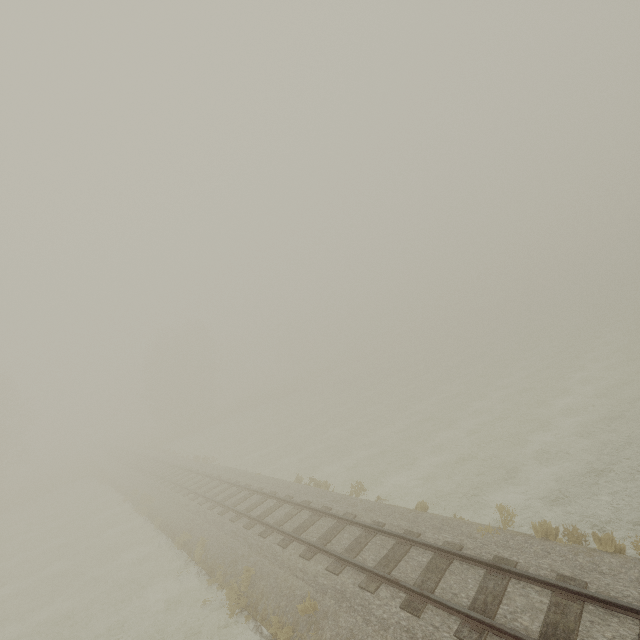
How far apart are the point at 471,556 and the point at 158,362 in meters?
51.0
